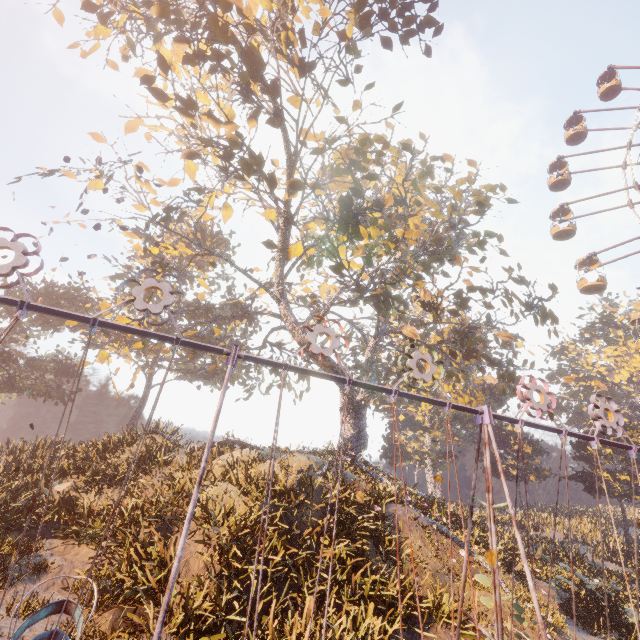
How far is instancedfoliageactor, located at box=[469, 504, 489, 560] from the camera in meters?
13.6

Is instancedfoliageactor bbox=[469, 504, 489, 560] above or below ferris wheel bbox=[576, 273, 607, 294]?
below

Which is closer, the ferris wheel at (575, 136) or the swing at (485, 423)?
the swing at (485, 423)

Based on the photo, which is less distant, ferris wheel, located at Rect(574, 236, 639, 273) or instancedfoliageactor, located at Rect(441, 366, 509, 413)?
ferris wheel, located at Rect(574, 236, 639, 273)

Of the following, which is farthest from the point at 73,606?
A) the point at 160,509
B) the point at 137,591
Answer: the point at 160,509

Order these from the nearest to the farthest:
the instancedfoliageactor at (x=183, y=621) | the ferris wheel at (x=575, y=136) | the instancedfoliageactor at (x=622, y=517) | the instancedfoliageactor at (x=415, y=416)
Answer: the instancedfoliageactor at (x=183, y=621)
the instancedfoliageactor at (x=415, y=416)
the instancedfoliageactor at (x=622, y=517)
the ferris wheel at (x=575, y=136)

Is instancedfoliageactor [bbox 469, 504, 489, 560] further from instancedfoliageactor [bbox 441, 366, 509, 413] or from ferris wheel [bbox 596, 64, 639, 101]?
ferris wheel [bbox 596, 64, 639, 101]

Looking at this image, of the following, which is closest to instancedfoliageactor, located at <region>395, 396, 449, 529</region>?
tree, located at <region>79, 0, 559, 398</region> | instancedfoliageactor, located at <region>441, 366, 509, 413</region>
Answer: tree, located at <region>79, 0, 559, 398</region>
